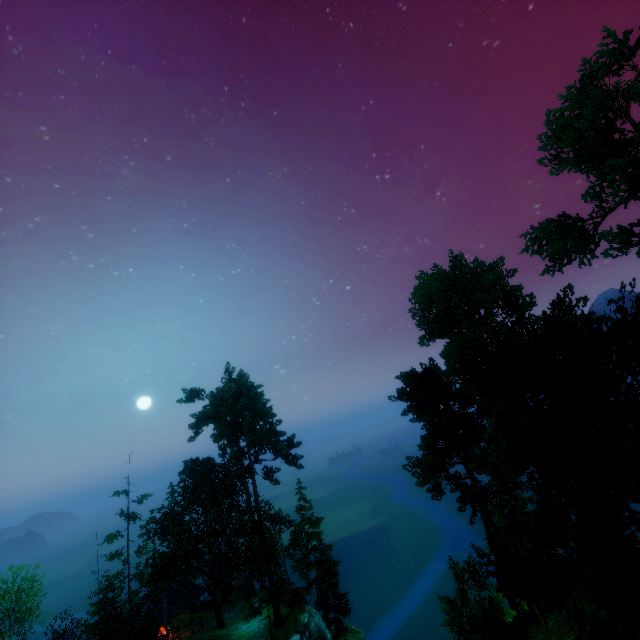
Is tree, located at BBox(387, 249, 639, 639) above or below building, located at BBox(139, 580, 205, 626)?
above

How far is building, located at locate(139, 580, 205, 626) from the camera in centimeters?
2909cm

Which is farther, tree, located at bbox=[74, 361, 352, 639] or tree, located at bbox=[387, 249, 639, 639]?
tree, located at bbox=[74, 361, 352, 639]

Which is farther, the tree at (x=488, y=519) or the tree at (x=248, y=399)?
the tree at (x=248, y=399)

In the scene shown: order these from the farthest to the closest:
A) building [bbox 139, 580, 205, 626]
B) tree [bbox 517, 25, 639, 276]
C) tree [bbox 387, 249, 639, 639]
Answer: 1. building [bbox 139, 580, 205, 626]
2. tree [bbox 517, 25, 639, 276]
3. tree [bbox 387, 249, 639, 639]

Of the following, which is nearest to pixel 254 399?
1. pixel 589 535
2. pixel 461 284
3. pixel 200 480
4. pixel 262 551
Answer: pixel 200 480

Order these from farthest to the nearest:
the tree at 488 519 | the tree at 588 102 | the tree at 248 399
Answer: the tree at 248 399 → the tree at 588 102 → the tree at 488 519
